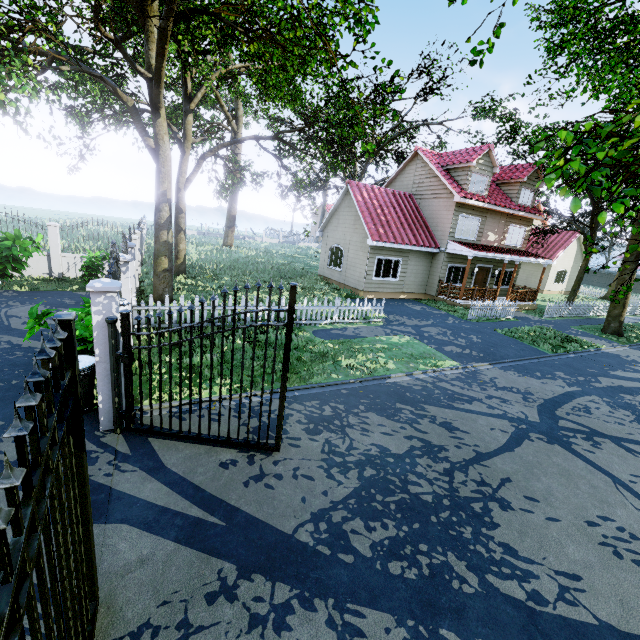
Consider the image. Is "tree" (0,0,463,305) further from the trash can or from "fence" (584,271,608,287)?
the trash can

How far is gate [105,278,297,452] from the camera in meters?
4.8

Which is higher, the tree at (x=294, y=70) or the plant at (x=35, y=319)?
the tree at (x=294, y=70)

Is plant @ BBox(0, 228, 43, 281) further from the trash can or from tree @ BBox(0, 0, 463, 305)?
the trash can

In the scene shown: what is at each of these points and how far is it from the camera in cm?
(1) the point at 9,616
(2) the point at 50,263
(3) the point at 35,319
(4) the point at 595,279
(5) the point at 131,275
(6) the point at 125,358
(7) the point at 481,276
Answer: (1) gate, 138
(2) fence, 1502
(3) plant, 641
(4) fence, 5309
(5) fence, 1077
(6) gate, 509
(7) door, 2212

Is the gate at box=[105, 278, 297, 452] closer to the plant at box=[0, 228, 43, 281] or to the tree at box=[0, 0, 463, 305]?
the tree at box=[0, 0, 463, 305]

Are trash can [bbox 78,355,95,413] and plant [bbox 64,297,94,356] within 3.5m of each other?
yes

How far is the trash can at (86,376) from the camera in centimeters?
566cm
